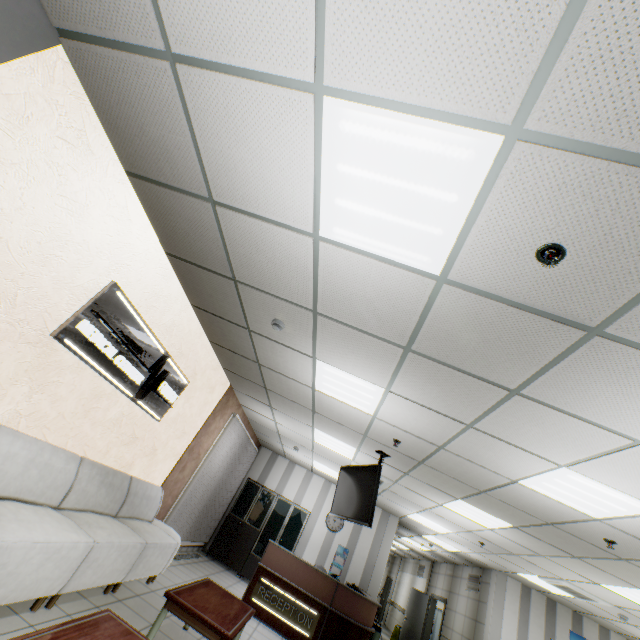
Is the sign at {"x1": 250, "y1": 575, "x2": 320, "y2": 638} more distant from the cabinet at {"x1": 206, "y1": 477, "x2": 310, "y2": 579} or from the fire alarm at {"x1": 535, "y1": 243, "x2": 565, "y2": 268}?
the fire alarm at {"x1": 535, "y1": 243, "x2": 565, "y2": 268}

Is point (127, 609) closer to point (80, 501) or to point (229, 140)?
point (80, 501)

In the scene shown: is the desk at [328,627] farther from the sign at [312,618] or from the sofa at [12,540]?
the sofa at [12,540]

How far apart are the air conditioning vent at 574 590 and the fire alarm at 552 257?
8.7m

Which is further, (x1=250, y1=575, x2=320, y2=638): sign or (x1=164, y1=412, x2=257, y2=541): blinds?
(x1=164, y1=412, x2=257, y2=541): blinds

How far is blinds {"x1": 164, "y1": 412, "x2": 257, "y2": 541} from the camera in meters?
6.9

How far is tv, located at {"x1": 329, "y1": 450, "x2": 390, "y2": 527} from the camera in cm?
481

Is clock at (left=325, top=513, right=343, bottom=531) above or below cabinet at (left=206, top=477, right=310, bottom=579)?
above
